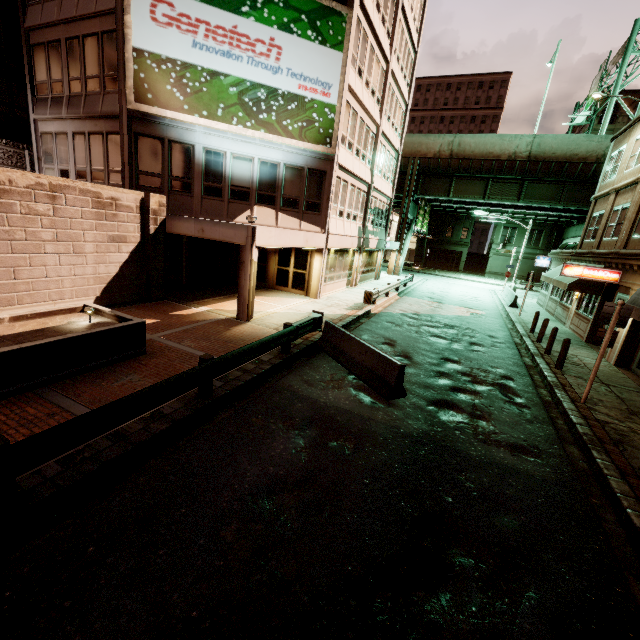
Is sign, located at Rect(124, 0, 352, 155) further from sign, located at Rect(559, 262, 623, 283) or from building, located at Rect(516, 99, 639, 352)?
building, located at Rect(516, 99, 639, 352)

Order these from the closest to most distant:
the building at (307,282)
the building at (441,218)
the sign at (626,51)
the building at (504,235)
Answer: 1. the building at (307,282)
2. the sign at (626,51)
3. the building at (504,235)
4. the building at (441,218)

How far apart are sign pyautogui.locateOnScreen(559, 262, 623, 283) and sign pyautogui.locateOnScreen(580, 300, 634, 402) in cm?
780

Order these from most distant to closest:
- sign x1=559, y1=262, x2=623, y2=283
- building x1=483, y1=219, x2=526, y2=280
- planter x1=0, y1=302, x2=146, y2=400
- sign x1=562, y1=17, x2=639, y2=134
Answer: building x1=483, y1=219, x2=526, y2=280 < sign x1=562, y1=17, x2=639, y2=134 < sign x1=559, y1=262, x2=623, y2=283 < planter x1=0, y1=302, x2=146, y2=400

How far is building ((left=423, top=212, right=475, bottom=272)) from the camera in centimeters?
5328cm

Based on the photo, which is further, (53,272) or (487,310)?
(487,310)

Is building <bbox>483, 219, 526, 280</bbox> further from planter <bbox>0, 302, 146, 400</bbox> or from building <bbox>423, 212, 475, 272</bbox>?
planter <bbox>0, 302, 146, 400</bbox>

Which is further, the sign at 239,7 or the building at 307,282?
the building at 307,282
